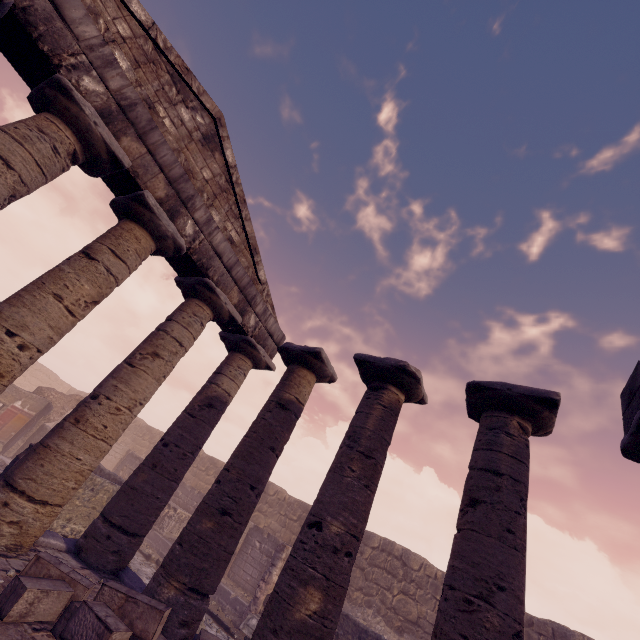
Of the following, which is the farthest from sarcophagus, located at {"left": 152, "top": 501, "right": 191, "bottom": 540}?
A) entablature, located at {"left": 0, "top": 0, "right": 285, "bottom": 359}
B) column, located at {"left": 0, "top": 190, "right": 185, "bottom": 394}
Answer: column, located at {"left": 0, "top": 190, "right": 185, "bottom": 394}

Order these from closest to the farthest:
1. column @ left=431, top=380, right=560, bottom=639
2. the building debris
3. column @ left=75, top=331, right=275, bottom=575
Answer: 1. column @ left=431, top=380, right=560, bottom=639
2. column @ left=75, top=331, right=275, bottom=575
3. the building debris

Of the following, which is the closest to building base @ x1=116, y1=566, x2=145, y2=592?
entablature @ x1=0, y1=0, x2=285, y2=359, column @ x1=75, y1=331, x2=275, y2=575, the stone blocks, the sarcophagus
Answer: column @ x1=75, y1=331, x2=275, y2=575

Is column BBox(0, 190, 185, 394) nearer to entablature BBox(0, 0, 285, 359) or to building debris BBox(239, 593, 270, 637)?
entablature BBox(0, 0, 285, 359)

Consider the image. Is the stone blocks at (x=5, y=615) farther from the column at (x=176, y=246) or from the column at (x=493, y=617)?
the column at (x=176, y=246)

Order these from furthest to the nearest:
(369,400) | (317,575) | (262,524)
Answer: (262,524) → (369,400) → (317,575)

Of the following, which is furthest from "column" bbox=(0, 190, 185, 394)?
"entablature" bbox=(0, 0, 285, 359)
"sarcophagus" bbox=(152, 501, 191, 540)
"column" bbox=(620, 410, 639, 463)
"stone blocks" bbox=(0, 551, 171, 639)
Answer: "sarcophagus" bbox=(152, 501, 191, 540)

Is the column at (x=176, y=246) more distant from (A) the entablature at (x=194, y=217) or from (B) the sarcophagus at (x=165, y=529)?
(B) the sarcophagus at (x=165, y=529)
